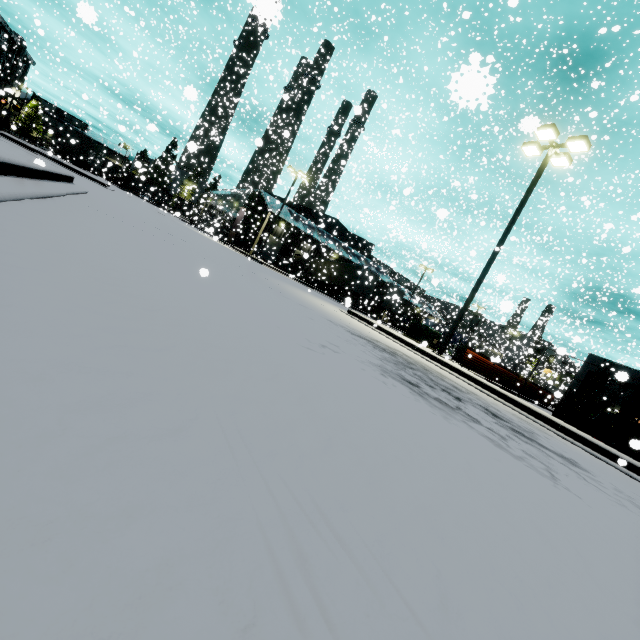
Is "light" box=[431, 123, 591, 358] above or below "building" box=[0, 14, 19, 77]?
below

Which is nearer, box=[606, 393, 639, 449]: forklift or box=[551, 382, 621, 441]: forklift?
box=[606, 393, 639, 449]: forklift

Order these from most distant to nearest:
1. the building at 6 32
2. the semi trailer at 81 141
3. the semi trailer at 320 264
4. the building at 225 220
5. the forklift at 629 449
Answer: the building at 6 32
the building at 225 220
the semi trailer at 81 141
the semi trailer at 320 264
the forklift at 629 449

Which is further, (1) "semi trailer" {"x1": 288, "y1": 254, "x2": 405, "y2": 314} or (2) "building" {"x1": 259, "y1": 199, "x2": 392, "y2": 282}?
(2) "building" {"x1": 259, "y1": 199, "x2": 392, "y2": 282}

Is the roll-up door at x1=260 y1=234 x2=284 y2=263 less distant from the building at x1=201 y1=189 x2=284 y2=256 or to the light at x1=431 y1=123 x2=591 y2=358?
the building at x1=201 y1=189 x2=284 y2=256

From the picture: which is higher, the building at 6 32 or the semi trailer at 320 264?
the building at 6 32

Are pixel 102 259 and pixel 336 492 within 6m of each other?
yes

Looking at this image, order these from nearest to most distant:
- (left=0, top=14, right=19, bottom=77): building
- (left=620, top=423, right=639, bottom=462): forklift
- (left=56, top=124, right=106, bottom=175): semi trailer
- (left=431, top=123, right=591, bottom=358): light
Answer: (left=620, top=423, right=639, bottom=462): forklift → (left=431, top=123, right=591, bottom=358): light → (left=56, top=124, right=106, bottom=175): semi trailer → (left=0, top=14, right=19, bottom=77): building
